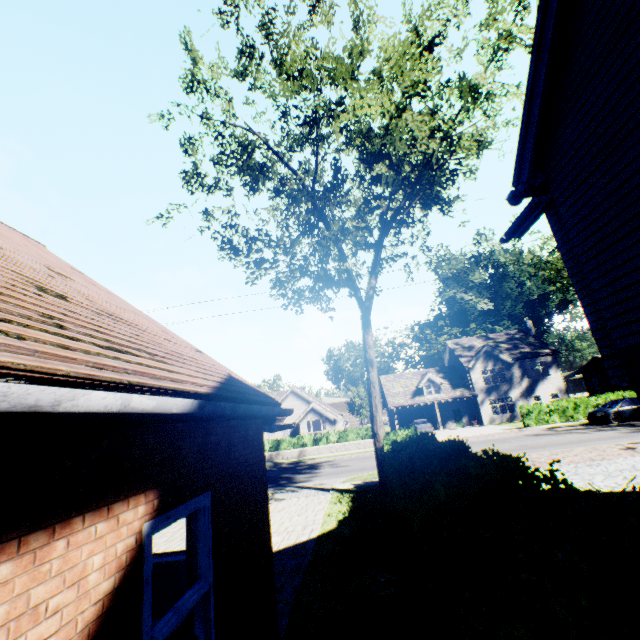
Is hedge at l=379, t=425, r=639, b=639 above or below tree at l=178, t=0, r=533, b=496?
below

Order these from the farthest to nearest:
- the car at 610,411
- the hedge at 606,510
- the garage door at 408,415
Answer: the garage door at 408,415
the car at 610,411
the hedge at 606,510

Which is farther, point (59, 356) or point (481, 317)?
point (481, 317)

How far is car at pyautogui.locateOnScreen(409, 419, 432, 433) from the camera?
34.34m

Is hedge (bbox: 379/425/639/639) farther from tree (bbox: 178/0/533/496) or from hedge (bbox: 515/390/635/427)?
hedge (bbox: 515/390/635/427)

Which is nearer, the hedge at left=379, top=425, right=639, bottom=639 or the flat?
the hedge at left=379, top=425, right=639, bottom=639

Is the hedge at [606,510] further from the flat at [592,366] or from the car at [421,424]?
the flat at [592,366]

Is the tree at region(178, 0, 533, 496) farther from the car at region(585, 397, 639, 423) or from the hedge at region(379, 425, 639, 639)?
the car at region(585, 397, 639, 423)
